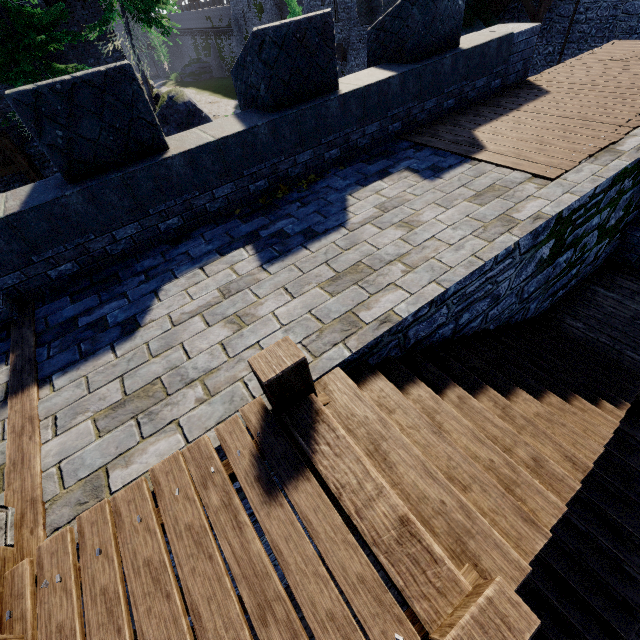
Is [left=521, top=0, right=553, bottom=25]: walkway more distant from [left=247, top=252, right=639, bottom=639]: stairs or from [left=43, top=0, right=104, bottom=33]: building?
[left=43, top=0, right=104, bottom=33]: building

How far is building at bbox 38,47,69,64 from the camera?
16.9 meters

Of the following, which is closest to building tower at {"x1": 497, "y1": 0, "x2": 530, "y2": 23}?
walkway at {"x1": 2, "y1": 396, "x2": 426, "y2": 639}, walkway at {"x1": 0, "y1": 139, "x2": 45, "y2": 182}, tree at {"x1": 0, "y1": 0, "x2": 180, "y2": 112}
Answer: tree at {"x1": 0, "y1": 0, "x2": 180, "y2": 112}

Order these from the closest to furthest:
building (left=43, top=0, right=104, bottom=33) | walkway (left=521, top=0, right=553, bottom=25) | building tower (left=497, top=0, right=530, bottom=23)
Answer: walkway (left=521, top=0, right=553, bottom=25) < building tower (left=497, top=0, right=530, bottom=23) < building (left=43, top=0, right=104, bottom=33)

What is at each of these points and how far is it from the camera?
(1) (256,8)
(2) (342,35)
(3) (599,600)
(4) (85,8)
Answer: (1) building, 43.0m
(2) building, 33.7m
(3) stairs, 4.6m
(4) building, 18.7m

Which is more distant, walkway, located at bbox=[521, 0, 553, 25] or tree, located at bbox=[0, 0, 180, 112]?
walkway, located at bbox=[521, 0, 553, 25]

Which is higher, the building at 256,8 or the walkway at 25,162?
the building at 256,8

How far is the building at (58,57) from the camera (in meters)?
16.94
